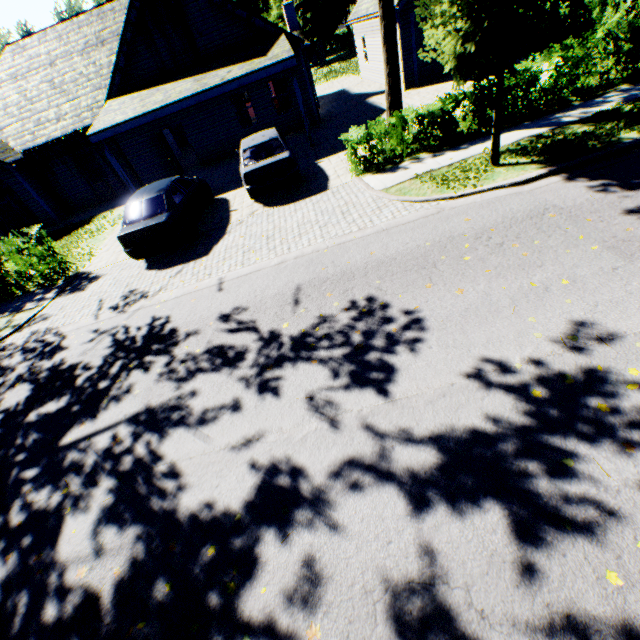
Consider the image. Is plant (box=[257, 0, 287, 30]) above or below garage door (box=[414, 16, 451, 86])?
above

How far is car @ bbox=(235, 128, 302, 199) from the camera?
10.1m

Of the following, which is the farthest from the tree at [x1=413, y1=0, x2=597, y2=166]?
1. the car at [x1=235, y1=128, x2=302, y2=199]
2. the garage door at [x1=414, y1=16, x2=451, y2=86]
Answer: the garage door at [x1=414, y1=16, x2=451, y2=86]

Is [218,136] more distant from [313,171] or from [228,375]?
[228,375]

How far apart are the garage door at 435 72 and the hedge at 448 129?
8.6m

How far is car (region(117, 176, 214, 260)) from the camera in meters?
9.0 m

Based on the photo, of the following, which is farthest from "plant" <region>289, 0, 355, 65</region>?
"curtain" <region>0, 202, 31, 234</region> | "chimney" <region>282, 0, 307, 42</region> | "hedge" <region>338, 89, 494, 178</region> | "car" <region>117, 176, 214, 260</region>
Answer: "curtain" <region>0, 202, 31, 234</region>

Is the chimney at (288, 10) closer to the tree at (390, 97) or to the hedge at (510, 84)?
the tree at (390, 97)
